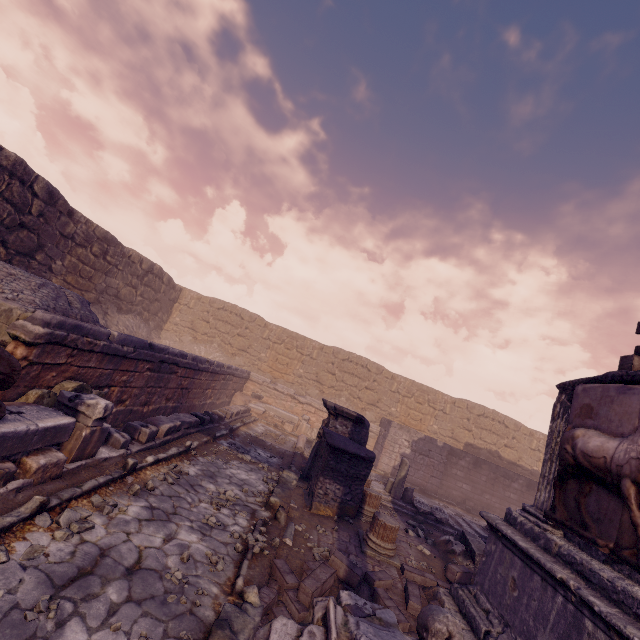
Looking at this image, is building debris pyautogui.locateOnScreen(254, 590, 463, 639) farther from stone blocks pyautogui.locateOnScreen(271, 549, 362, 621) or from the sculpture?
the sculpture

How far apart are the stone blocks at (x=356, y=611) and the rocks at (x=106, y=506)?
2.15m

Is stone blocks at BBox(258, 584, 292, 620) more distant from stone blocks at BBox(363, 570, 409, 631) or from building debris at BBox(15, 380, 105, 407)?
building debris at BBox(15, 380, 105, 407)

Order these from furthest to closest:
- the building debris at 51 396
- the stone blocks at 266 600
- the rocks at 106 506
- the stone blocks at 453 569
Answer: the stone blocks at 453 569 < the building debris at 51 396 < the rocks at 106 506 < the stone blocks at 266 600

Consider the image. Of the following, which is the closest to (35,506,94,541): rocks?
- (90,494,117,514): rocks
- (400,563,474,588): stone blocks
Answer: (90,494,117,514): rocks

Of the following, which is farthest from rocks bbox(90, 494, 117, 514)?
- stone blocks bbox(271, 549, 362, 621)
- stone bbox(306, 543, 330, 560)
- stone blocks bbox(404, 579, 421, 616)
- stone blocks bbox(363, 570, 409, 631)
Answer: stone blocks bbox(404, 579, 421, 616)

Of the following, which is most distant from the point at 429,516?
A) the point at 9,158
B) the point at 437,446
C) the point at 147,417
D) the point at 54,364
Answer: the point at 9,158

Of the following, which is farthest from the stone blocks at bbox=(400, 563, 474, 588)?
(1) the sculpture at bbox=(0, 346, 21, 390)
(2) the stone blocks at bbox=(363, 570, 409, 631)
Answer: (1) the sculpture at bbox=(0, 346, 21, 390)
